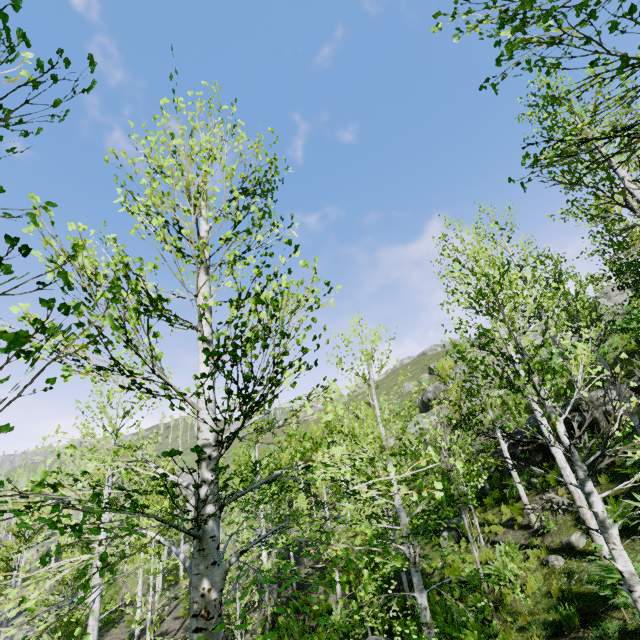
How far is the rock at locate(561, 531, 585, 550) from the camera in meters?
8.1

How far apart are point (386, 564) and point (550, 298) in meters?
11.7

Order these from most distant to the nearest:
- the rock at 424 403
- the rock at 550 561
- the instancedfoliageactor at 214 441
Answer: the rock at 424 403
the rock at 550 561
the instancedfoliageactor at 214 441

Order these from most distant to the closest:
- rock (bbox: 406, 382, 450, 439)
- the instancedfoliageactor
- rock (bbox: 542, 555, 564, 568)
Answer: rock (bbox: 406, 382, 450, 439)
rock (bbox: 542, 555, 564, 568)
the instancedfoliageactor

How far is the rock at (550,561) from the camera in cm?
805

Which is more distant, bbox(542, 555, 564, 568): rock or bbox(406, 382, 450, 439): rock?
bbox(406, 382, 450, 439): rock

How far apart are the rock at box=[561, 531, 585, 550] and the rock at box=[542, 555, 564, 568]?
0.2 meters

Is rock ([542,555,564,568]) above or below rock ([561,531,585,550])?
below
